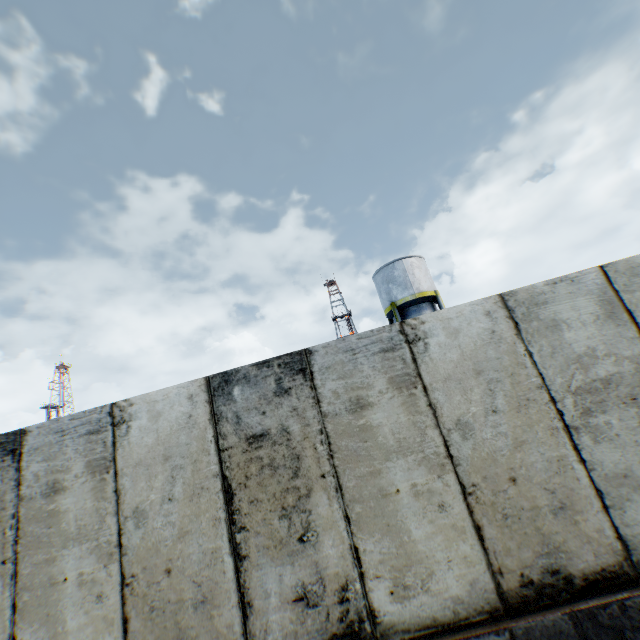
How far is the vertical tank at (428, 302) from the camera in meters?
22.2

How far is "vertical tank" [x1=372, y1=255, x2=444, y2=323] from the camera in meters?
22.2

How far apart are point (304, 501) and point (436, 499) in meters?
Answer: 1.4
